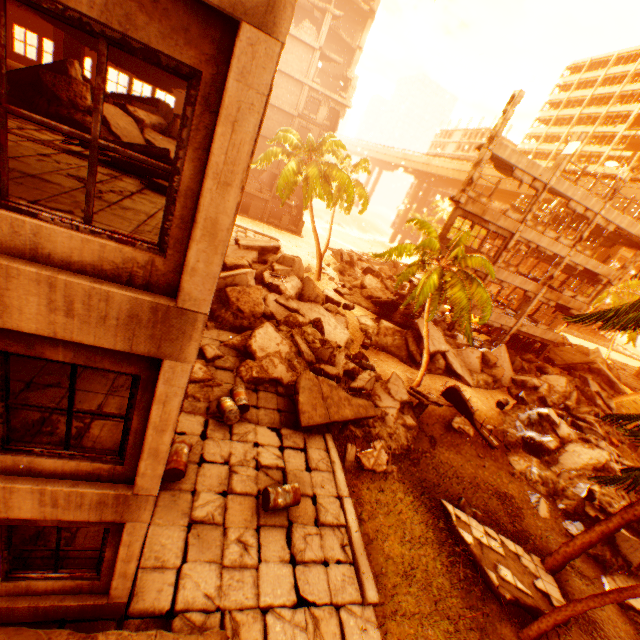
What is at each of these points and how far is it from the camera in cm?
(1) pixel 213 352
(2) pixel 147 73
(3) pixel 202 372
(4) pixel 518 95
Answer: (1) rock pile, 1267
(2) floor rubble, 1236
(3) rock pile, 1163
(4) pillar, 1688

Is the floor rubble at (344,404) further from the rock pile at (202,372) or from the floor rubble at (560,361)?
the floor rubble at (560,361)

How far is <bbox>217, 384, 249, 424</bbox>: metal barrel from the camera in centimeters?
1009cm

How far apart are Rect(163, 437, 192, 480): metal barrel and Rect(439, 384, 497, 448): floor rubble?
13.23m

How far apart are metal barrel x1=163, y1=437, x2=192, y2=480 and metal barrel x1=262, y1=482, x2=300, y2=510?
2.0 meters

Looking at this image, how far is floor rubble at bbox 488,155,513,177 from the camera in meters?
19.6 m

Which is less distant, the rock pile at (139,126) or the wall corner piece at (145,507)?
the wall corner piece at (145,507)

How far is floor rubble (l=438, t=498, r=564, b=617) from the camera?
9.1m
